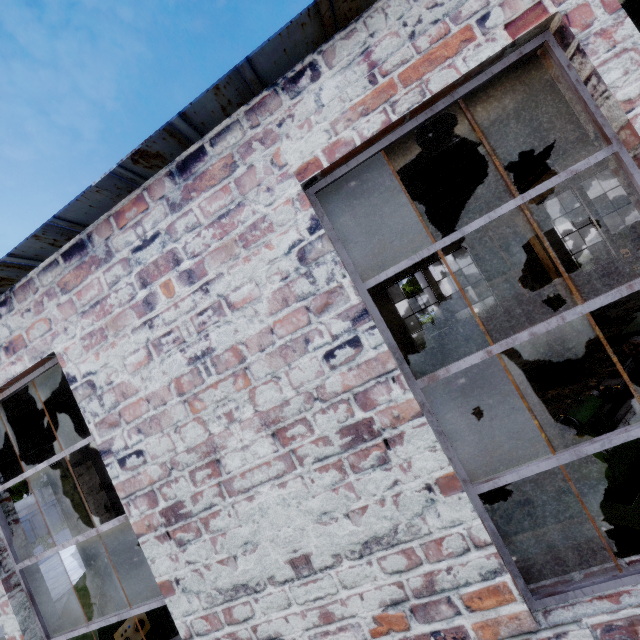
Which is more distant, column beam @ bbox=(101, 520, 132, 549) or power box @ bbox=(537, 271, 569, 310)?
power box @ bbox=(537, 271, 569, 310)

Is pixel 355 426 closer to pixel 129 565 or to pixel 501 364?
pixel 129 565

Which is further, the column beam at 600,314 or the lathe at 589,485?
the column beam at 600,314

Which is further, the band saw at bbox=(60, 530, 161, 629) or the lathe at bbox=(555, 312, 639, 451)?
the band saw at bbox=(60, 530, 161, 629)

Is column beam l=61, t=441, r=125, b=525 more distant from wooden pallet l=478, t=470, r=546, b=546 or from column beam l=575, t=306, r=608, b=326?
column beam l=575, t=306, r=608, b=326

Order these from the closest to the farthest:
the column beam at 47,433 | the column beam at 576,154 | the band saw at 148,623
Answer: the band saw at 148,623 → the column beam at 47,433 → the column beam at 576,154

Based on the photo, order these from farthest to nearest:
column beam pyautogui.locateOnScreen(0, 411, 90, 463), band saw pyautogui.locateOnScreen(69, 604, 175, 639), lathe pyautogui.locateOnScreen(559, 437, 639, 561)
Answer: column beam pyautogui.locateOnScreen(0, 411, 90, 463) → band saw pyautogui.locateOnScreen(69, 604, 175, 639) → lathe pyautogui.locateOnScreen(559, 437, 639, 561)

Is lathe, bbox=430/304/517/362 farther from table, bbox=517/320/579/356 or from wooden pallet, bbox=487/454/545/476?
wooden pallet, bbox=487/454/545/476
